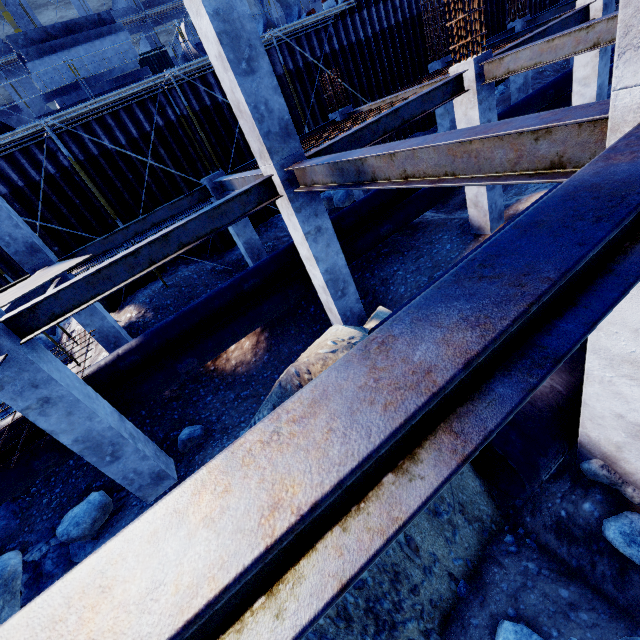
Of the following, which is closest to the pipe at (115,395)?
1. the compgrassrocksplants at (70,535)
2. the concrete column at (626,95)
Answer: the compgrassrocksplants at (70,535)

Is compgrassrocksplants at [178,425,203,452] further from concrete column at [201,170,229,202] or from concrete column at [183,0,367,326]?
concrete column at [201,170,229,202]

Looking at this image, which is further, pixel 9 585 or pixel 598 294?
pixel 9 585

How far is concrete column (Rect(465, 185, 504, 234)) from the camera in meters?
8.1

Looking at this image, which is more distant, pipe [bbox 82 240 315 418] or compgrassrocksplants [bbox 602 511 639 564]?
pipe [bbox 82 240 315 418]

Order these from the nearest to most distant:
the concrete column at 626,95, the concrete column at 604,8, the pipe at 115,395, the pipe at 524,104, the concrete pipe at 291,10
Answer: the concrete column at 626,95
the pipe at 115,395
the concrete column at 604,8
the pipe at 524,104
the concrete pipe at 291,10

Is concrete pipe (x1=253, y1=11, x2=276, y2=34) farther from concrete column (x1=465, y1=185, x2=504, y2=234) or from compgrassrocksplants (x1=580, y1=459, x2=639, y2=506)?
compgrassrocksplants (x1=580, y1=459, x2=639, y2=506)

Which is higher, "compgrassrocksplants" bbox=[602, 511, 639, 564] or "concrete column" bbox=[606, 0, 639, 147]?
"concrete column" bbox=[606, 0, 639, 147]
